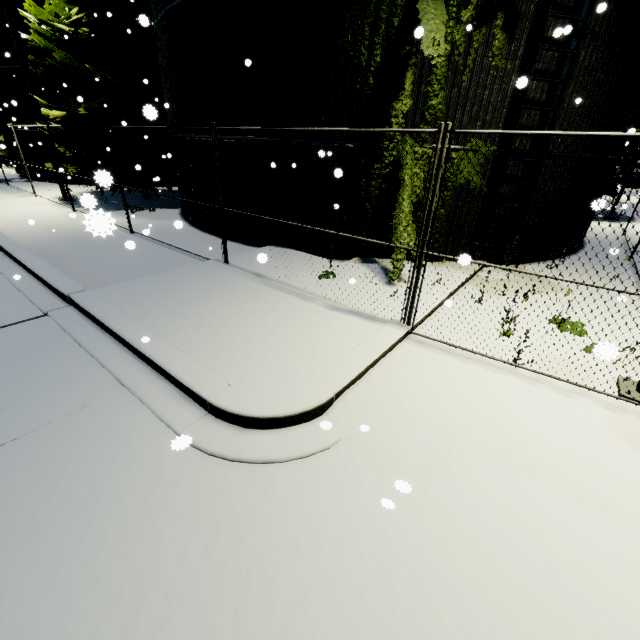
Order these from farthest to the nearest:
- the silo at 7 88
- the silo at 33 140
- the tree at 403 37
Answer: the silo at 33 140
the silo at 7 88
the tree at 403 37

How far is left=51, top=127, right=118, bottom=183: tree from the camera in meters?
13.2

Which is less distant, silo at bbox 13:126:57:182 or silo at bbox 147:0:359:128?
silo at bbox 147:0:359:128

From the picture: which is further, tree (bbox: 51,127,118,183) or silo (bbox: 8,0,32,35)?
silo (bbox: 8,0,32,35)

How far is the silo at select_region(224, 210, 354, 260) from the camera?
9.0 meters

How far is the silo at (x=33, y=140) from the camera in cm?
1970

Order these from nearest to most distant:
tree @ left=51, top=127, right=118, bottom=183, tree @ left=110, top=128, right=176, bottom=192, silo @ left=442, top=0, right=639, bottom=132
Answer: silo @ left=442, top=0, right=639, bottom=132 → tree @ left=51, top=127, right=118, bottom=183 → tree @ left=110, top=128, right=176, bottom=192

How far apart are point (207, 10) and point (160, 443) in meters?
10.1 m
